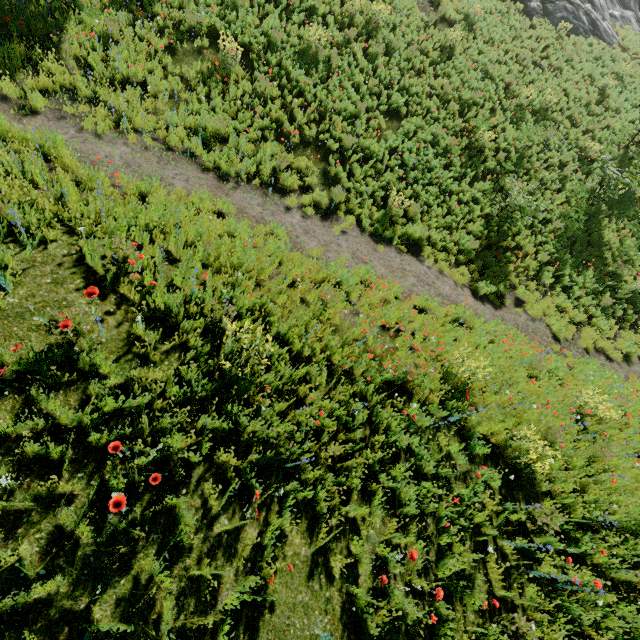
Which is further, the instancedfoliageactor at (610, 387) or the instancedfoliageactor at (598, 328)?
the instancedfoliageactor at (598, 328)

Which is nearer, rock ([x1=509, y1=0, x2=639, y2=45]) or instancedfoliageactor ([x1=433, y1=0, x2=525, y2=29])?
instancedfoliageactor ([x1=433, y1=0, x2=525, y2=29])

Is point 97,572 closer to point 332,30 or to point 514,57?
point 332,30

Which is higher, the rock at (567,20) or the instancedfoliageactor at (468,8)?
the rock at (567,20)

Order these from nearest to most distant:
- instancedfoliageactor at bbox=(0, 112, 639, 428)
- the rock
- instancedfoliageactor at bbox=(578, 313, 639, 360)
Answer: instancedfoliageactor at bbox=(0, 112, 639, 428)
instancedfoliageactor at bbox=(578, 313, 639, 360)
the rock

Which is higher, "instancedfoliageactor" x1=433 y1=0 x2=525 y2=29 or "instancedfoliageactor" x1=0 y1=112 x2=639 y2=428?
"instancedfoliageactor" x1=433 y1=0 x2=525 y2=29

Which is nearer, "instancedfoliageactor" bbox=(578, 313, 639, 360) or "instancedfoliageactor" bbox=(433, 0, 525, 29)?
"instancedfoliageactor" bbox=(578, 313, 639, 360)
